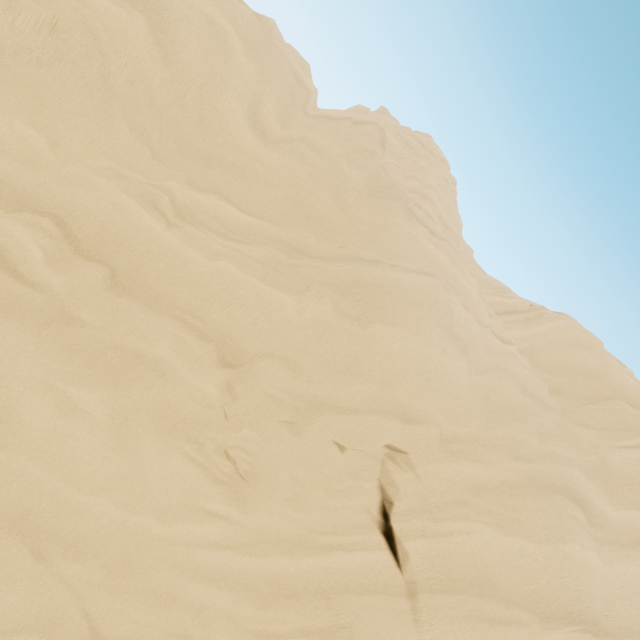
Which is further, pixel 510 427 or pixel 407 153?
pixel 407 153
